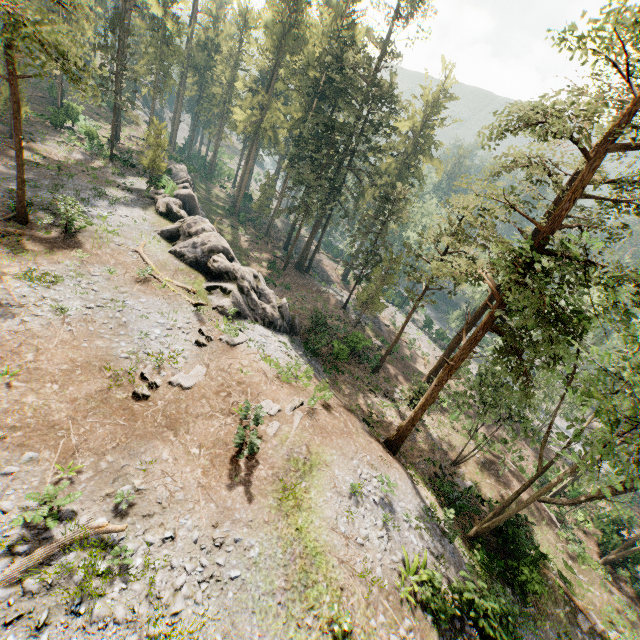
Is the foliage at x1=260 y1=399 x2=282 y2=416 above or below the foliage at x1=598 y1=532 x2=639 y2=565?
above

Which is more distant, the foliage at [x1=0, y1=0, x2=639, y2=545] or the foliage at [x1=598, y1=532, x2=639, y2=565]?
the foliage at [x1=598, y1=532, x2=639, y2=565]

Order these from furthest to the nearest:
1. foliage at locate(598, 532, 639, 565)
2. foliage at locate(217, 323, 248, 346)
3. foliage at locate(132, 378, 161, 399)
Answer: foliage at locate(598, 532, 639, 565)
foliage at locate(217, 323, 248, 346)
foliage at locate(132, 378, 161, 399)

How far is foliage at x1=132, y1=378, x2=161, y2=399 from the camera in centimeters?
1430cm

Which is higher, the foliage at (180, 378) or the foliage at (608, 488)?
the foliage at (608, 488)

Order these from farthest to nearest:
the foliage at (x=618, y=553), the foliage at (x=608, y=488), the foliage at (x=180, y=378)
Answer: the foliage at (x=618, y=553) < the foliage at (x=180, y=378) < the foliage at (x=608, y=488)

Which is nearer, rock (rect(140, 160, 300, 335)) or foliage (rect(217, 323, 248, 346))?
foliage (rect(217, 323, 248, 346))

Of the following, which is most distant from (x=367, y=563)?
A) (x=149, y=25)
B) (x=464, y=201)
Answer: (x=149, y=25)
